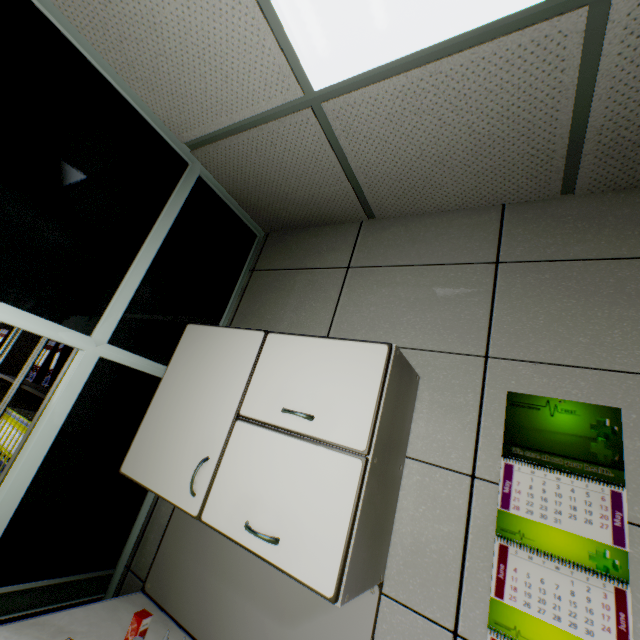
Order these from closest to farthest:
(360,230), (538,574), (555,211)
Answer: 1. (538,574)
2. (555,211)
3. (360,230)

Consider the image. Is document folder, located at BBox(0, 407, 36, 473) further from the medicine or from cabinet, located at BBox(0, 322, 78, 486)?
the medicine

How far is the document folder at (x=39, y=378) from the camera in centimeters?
226cm

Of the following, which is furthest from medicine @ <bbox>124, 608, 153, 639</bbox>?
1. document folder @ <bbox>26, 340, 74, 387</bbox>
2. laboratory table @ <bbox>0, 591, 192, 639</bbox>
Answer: document folder @ <bbox>26, 340, 74, 387</bbox>

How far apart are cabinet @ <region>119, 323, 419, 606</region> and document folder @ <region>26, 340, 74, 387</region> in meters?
1.2 m

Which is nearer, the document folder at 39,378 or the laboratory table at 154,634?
the laboratory table at 154,634

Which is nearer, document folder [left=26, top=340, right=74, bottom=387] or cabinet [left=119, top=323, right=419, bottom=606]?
cabinet [left=119, top=323, right=419, bottom=606]

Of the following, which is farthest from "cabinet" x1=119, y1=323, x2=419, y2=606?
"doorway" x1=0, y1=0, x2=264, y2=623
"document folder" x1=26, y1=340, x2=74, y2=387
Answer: "document folder" x1=26, y1=340, x2=74, y2=387
